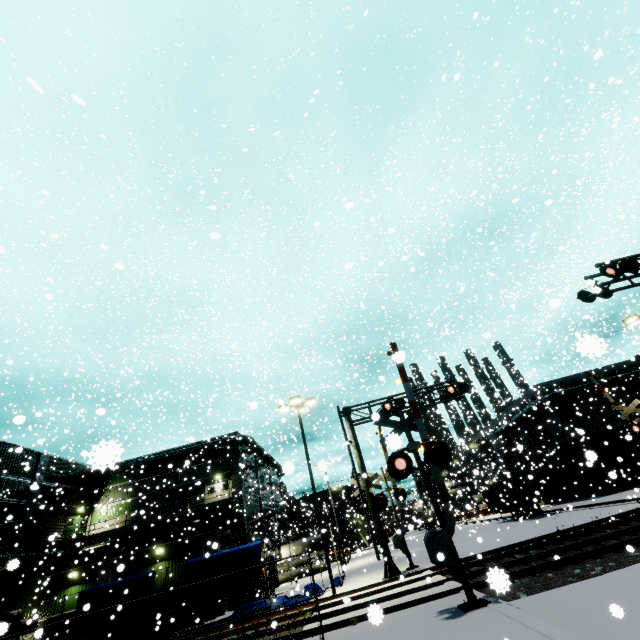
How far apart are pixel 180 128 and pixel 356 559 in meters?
50.0 m

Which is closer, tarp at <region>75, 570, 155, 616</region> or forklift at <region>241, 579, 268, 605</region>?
tarp at <region>75, 570, 155, 616</region>

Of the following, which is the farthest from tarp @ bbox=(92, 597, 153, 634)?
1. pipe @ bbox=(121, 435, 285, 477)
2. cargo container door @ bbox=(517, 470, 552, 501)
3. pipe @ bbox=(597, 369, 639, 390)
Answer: pipe @ bbox=(597, 369, 639, 390)

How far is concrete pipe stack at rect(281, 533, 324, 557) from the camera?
40.50m

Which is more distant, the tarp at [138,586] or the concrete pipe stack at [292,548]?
the concrete pipe stack at [292,548]

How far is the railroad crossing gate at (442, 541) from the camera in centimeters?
796cm

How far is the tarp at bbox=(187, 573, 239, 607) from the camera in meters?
16.2
